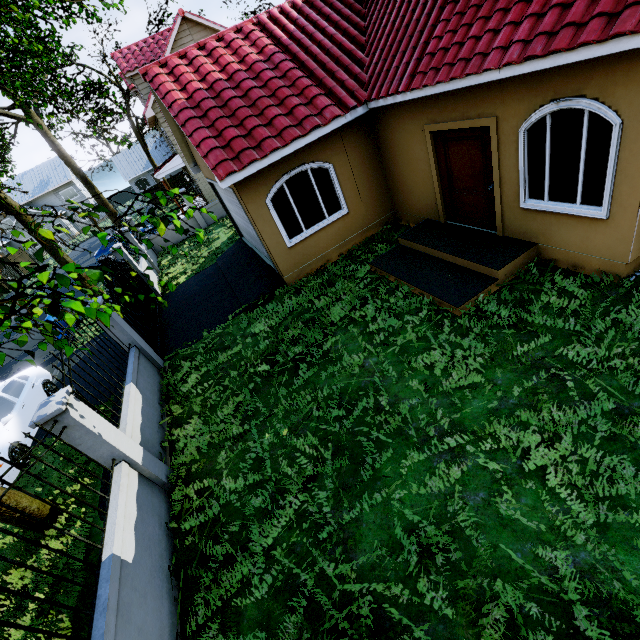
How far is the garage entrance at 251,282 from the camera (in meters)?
9.23

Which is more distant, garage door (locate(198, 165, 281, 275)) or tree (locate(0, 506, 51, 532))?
garage door (locate(198, 165, 281, 275))

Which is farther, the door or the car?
the car

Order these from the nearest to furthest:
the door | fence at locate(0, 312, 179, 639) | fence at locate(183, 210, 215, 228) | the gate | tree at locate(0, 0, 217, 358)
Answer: tree at locate(0, 0, 217, 358) → fence at locate(0, 312, 179, 639) → the door → the gate → fence at locate(183, 210, 215, 228)

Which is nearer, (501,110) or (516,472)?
(516,472)

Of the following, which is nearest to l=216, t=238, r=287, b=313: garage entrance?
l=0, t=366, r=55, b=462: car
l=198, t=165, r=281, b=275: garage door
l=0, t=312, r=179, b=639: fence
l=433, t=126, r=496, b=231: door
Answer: l=198, t=165, r=281, b=275: garage door

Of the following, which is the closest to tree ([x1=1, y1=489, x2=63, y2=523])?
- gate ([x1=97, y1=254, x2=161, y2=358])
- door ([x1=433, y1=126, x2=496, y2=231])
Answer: gate ([x1=97, y1=254, x2=161, y2=358])

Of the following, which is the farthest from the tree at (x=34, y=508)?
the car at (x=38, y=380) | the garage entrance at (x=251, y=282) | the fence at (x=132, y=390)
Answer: the garage entrance at (x=251, y=282)
